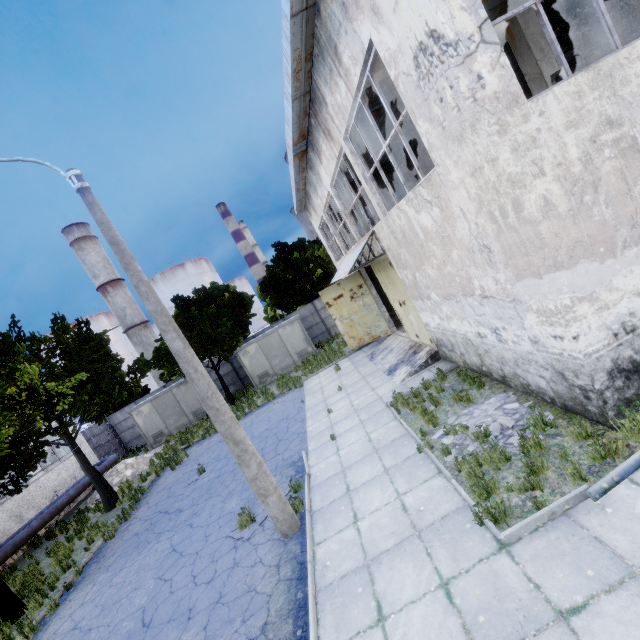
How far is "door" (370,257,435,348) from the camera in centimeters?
1180cm

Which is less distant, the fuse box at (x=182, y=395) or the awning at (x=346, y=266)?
the awning at (x=346, y=266)

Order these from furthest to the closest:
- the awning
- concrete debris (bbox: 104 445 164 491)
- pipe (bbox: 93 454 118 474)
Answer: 1. pipe (bbox: 93 454 118 474)
2. concrete debris (bbox: 104 445 164 491)
3. the awning

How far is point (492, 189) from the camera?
5.04m

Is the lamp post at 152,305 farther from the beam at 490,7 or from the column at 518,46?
the column at 518,46

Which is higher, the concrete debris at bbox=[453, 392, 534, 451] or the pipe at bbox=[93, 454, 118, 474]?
the pipe at bbox=[93, 454, 118, 474]

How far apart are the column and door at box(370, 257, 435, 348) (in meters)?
5.31

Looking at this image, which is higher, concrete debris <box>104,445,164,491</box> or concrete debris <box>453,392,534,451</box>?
concrete debris <box>104,445,164,491</box>
